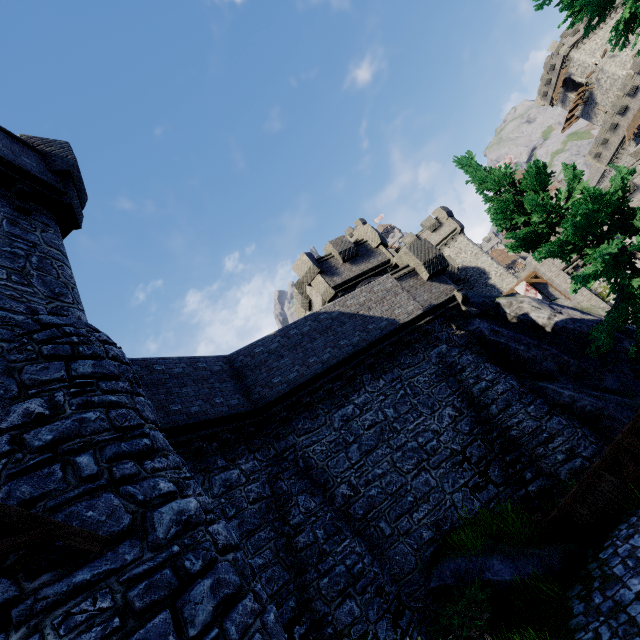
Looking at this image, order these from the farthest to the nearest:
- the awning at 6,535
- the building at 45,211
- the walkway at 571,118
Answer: the walkway at 571,118 → the building at 45,211 → the awning at 6,535

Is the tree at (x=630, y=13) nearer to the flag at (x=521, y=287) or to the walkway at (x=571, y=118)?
the flag at (x=521, y=287)

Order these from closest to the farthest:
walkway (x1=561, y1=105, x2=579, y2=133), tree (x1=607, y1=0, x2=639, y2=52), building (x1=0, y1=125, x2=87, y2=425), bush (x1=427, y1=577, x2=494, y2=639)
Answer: building (x1=0, y1=125, x2=87, y2=425)
bush (x1=427, y1=577, x2=494, y2=639)
tree (x1=607, y1=0, x2=639, y2=52)
walkway (x1=561, y1=105, x2=579, y2=133)

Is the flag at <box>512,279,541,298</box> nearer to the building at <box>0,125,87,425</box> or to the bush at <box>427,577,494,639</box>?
the bush at <box>427,577,494,639</box>

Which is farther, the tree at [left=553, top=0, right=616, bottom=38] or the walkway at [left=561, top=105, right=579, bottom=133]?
the walkway at [left=561, top=105, right=579, bottom=133]

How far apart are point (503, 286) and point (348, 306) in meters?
28.1 m

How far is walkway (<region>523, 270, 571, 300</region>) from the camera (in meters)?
28.01

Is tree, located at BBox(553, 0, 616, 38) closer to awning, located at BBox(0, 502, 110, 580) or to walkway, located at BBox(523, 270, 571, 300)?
walkway, located at BBox(523, 270, 571, 300)
